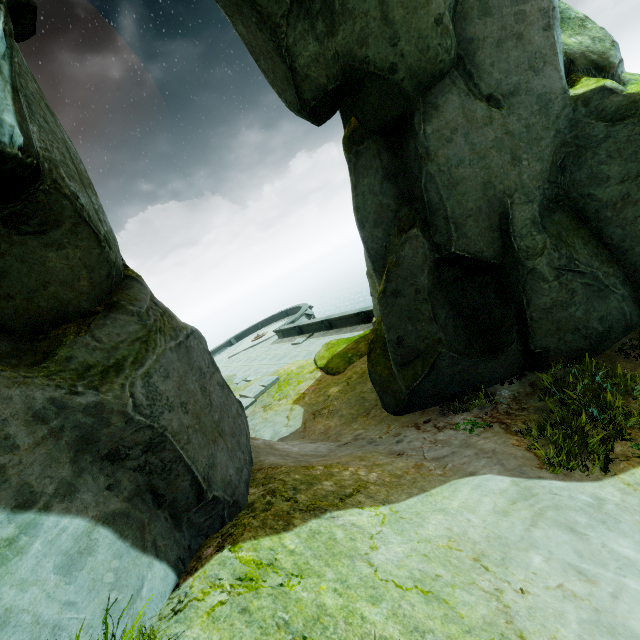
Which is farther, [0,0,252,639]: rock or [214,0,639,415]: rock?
[214,0,639,415]: rock

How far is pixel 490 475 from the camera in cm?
446

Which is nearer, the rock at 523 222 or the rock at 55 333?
the rock at 55 333
